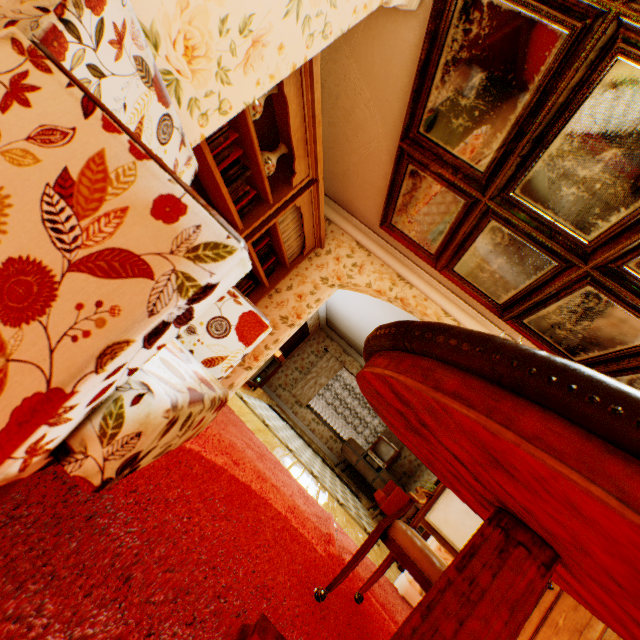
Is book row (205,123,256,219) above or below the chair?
above

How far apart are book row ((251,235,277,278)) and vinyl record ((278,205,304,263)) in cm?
17

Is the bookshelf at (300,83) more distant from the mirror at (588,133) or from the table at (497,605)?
the table at (497,605)

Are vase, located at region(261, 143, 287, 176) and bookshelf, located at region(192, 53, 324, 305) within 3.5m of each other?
yes

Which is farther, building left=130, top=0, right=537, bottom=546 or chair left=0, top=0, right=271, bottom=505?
building left=130, top=0, right=537, bottom=546

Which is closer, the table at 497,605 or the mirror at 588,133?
the table at 497,605

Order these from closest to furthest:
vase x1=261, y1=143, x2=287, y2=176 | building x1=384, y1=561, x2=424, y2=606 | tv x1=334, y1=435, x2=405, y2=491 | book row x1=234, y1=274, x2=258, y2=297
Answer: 1. vase x1=261, y1=143, x2=287, y2=176
2. building x1=384, y1=561, x2=424, y2=606
3. book row x1=234, y1=274, x2=258, y2=297
4. tv x1=334, y1=435, x2=405, y2=491

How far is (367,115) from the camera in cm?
324
